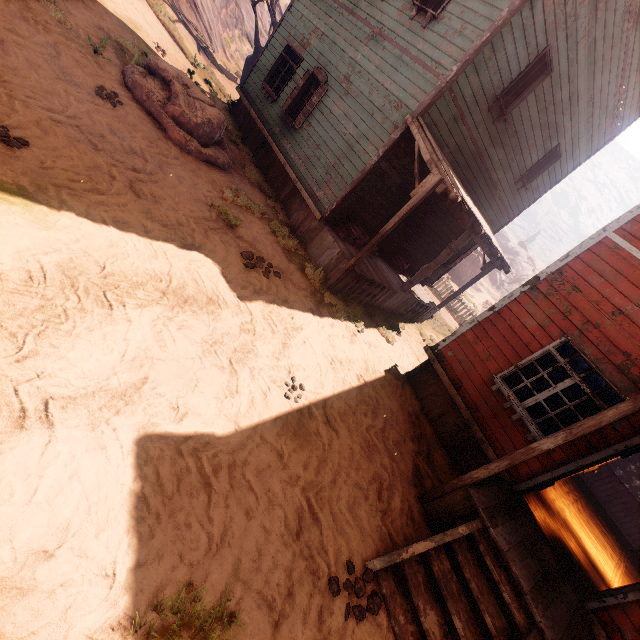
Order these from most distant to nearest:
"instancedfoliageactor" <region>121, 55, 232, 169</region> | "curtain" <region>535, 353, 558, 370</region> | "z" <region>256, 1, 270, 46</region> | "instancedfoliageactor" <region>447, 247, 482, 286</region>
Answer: "instancedfoliageactor" <region>447, 247, 482, 286</region>
"z" <region>256, 1, 270, 46</region>
"instancedfoliageactor" <region>121, 55, 232, 169</region>
"curtain" <region>535, 353, 558, 370</region>

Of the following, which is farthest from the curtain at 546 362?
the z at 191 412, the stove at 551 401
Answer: the stove at 551 401

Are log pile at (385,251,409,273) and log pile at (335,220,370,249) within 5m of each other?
yes

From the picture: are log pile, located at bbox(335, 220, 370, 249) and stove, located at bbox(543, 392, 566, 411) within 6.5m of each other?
no

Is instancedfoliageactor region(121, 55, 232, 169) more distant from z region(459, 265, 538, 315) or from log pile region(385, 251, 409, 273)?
log pile region(385, 251, 409, 273)

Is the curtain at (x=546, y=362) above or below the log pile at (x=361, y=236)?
above

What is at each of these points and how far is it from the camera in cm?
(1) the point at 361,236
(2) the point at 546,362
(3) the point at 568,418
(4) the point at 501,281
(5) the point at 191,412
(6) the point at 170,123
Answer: (1) log pile, 902
(2) curtain, 625
(3) curtain, 579
(4) z, 5769
(5) z, 341
(6) instancedfoliageactor, 769

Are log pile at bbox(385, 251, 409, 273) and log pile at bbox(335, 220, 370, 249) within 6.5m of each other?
yes
